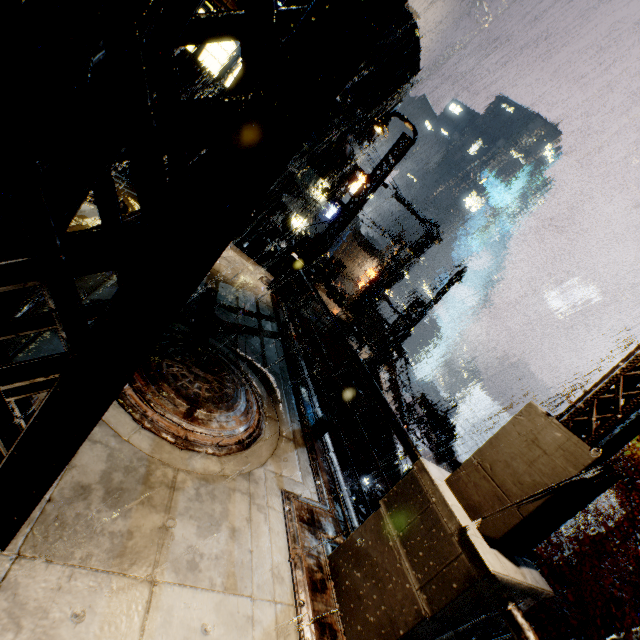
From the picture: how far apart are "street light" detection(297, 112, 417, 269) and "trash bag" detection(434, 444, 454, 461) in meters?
21.1

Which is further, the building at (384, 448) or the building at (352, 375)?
the building at (352, 375)

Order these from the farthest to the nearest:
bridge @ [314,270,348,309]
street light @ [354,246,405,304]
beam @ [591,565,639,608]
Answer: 1. bridge @ [314,270,348,309]
2. street light @ [354,246,405,304]
3. beam @ [591,565,639,608]

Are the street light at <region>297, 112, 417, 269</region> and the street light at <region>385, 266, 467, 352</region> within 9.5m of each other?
yes

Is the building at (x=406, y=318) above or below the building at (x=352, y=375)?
above

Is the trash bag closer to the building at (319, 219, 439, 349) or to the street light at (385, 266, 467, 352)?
the building at (319, 219, 439, 349)

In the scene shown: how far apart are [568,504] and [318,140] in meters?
24.0

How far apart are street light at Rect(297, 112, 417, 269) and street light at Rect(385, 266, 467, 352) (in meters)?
7.42
